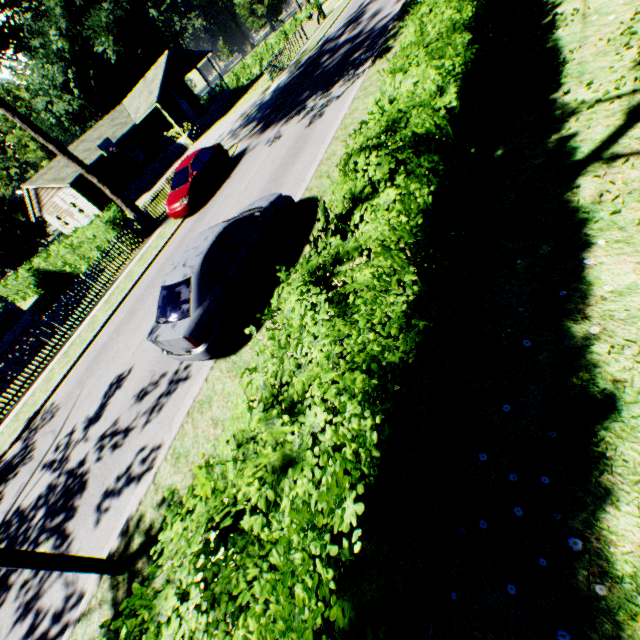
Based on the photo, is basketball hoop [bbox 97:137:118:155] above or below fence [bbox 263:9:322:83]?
above

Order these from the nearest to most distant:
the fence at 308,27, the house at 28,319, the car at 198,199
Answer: the car at 198,199 < the house at 28,319 < the fence at 308,27

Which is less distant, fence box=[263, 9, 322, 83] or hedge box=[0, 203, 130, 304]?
hedge box=[0, 203, 130, 304]

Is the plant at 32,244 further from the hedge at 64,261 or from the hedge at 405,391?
the hedge at 64,261

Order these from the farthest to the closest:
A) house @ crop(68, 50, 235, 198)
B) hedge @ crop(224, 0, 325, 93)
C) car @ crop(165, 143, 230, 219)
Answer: hedge @ crop(224, 0, 325, 93) < house @ crop(68, 50, 235, 198) < car @ crop(165, 143, 230, 219)

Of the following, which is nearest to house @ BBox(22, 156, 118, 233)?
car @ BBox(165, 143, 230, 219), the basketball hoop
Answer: the basketball hoop

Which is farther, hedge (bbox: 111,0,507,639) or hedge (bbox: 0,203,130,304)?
hedge (bbox: 0,203,130,304)

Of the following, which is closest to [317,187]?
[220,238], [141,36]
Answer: [220,238]
